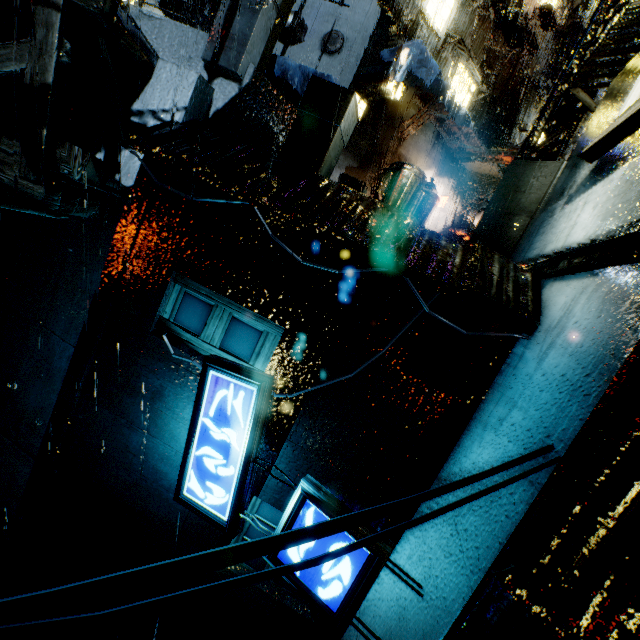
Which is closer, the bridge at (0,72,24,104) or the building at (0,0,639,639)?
the building at (0,0,639,639)

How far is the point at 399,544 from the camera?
5.05m

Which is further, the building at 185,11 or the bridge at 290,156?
the building at 185,11

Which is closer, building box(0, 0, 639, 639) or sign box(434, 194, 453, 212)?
building box(0, 0, 639, 639)

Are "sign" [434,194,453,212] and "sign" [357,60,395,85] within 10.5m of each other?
yes

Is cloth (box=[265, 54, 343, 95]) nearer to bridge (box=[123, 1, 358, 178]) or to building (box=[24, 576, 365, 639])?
building (box=[24, 576, 365, 639])

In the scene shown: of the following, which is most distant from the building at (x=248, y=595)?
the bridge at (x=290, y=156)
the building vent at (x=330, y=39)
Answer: the building vent at (x=330, y=39)

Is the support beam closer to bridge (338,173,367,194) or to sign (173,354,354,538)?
bridge (338,173,367,194)
